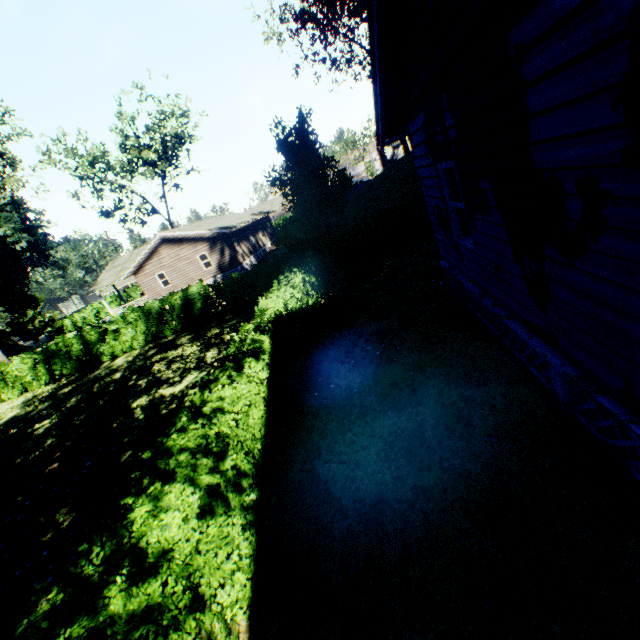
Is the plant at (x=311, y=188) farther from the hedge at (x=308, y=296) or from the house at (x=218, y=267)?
the house at (x=218, y=267)

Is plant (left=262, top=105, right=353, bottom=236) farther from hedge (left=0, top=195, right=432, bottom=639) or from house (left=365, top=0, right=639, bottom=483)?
house (left=365, top=0, right=639, bottom=483)

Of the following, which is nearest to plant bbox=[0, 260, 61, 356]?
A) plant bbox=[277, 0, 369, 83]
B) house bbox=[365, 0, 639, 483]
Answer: plant bbox=[277, 0, 369, 83]

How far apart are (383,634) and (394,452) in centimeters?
221cm

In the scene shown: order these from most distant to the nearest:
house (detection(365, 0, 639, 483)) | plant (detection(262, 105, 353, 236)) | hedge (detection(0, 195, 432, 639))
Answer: plant (detection(262, 105, 353, 236))
hedge (detection(0, 195, 432, 639))
house (detection(365, 0, 639, 483))

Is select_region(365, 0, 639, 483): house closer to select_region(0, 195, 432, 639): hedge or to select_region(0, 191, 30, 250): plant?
select_region(0, 195, 432, 639): hedge

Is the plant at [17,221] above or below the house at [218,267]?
above
